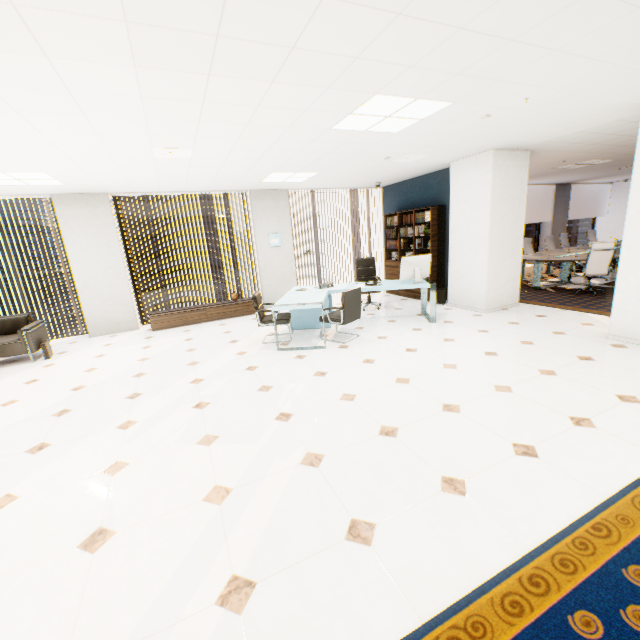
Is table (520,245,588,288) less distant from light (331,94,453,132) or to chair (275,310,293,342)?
light (331,94,453,132)

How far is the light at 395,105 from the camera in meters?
3.2

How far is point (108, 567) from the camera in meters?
1.9

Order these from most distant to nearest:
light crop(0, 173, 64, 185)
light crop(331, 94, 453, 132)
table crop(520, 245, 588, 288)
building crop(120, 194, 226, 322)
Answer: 1. building crop(120, 194, 226, 322)
2. table crop(520, 245, 588, 288)
3. light crop(0, 173, 64, 185)
4. light crop(331, 94, 453, 132)

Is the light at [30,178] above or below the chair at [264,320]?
above

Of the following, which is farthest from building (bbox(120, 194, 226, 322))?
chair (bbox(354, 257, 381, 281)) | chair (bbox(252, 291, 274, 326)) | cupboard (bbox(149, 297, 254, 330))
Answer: chair (bbox(252, 291, 274, 326))

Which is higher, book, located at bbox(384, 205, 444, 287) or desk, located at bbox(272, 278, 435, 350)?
book, located at bbox(384, 205, 444, 287)

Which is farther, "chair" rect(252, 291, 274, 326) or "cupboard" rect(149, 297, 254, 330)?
"cupboard" rect(149, 297, 254, 330)
